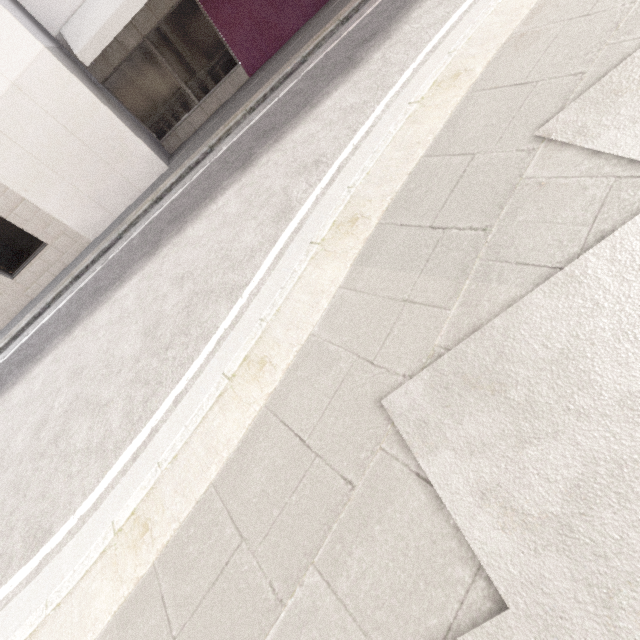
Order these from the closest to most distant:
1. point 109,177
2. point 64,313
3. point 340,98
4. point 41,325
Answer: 1. point 340,98
2. point 64,313
3. point 41,325
4. point 109,177
